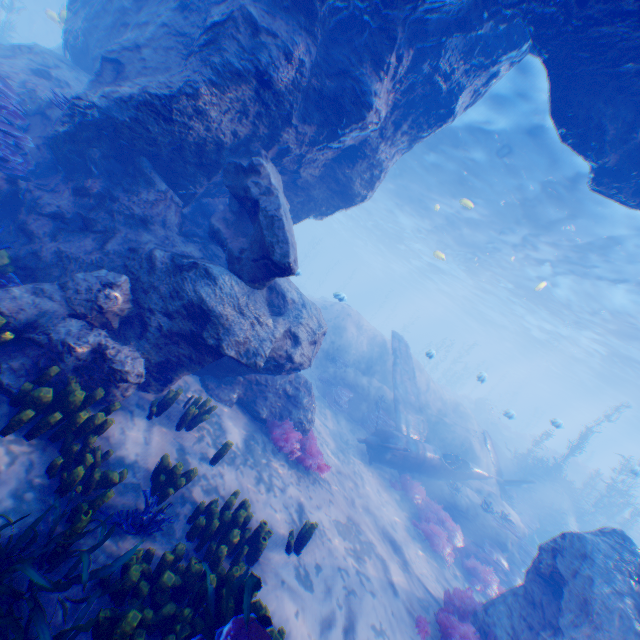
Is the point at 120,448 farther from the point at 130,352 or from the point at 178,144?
the point at 178,144

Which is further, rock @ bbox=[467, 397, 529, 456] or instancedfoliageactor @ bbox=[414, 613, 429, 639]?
rock @ bbox=[467, 397, 529, 456]

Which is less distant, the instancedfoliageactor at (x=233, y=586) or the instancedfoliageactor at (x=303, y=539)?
the instancedfoliageactor at (x=233, y=586)

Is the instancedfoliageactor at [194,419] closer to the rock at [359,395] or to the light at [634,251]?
the light at [634,251]

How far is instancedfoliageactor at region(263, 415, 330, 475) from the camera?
8.0m

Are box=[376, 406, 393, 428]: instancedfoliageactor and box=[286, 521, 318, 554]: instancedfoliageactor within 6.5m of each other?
no

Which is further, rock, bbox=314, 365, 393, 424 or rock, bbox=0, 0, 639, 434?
rock, bbox=314, 365, 393, 424

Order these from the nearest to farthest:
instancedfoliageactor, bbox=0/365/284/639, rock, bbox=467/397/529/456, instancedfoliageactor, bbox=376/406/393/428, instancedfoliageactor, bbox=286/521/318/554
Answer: instancedfoliageactor, bbox=0/365/284/639, instancedfoliageactor, bbox=286/521/318/554, instancedfoliageactor, bbox=376/406/393/428, rock, bbox=467/397/529/456
